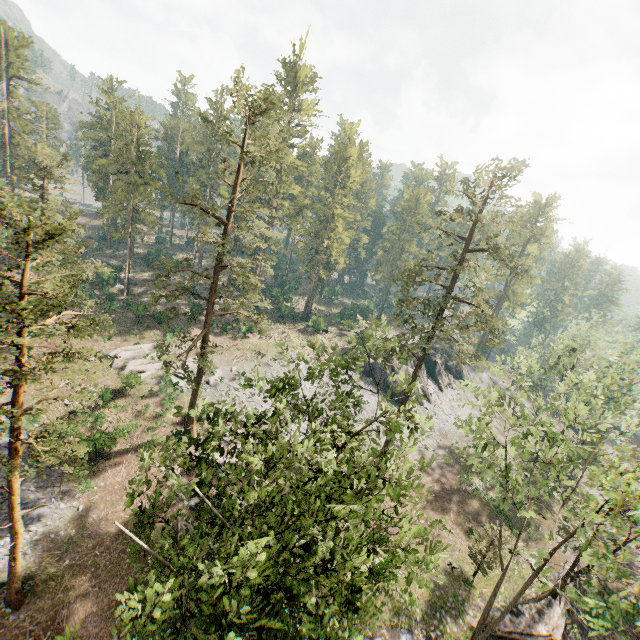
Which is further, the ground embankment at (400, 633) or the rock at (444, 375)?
the rock at (444, 375)

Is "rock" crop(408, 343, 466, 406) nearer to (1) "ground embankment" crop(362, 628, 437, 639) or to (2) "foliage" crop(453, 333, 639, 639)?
(2) "foliage" crop(453, 333, 639, 639)

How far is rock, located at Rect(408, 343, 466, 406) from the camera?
48.28m

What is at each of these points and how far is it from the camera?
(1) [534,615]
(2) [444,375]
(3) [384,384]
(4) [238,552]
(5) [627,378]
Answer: (1) ground embankment, 24.6m
(2) rock, 54.7m
(3) rock, 46.0m
(4) foliage, 8.6m
(5) foliage, 35.0m

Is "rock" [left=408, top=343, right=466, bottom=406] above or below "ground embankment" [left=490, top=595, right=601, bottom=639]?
above

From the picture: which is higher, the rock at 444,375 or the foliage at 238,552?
the foliage at 238,552

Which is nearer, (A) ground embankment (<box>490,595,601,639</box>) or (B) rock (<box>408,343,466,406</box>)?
(A) ground embankment (<box>490,595,601,639</box>)
